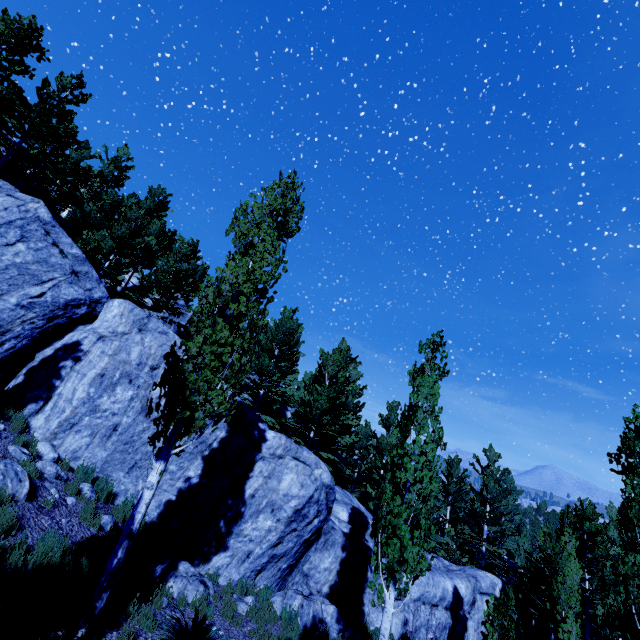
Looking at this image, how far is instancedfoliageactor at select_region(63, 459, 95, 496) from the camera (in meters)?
8.53

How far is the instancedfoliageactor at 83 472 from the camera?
8.5 meters

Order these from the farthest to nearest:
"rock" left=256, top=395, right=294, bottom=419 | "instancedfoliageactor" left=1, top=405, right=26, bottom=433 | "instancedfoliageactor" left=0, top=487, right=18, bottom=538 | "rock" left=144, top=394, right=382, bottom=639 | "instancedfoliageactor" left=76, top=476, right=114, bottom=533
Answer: "rock" left=256, top=395, right=294, bottom=419 → "rock" left=144, top=394, right=382, bottom=639 → "instancedfoliageactor" left=1, top=405, right=26, bottom=433 → "instancedfoliageactor" left=76, top=476, right=114, bottom=533 → "instancedfoliageactor" left=0, top=487, right=18, bottom=538

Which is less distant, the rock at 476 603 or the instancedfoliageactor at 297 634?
the instancedfoliageactor at 297 634

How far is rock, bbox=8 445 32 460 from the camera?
8.2 meters

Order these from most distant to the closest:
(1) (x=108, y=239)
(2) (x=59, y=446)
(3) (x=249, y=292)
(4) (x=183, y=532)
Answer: (1) (x=108, y=239), (4) (x=183, y=532), (2) (x=59, y=446), (3) (x=249, y=292)

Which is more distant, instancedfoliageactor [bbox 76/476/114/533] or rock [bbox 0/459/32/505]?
instancedfoliageactor [bbox 76/476/114/533]
